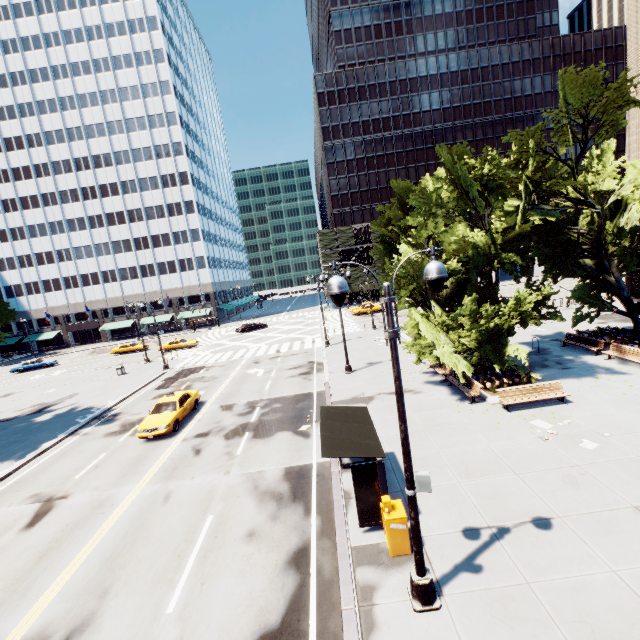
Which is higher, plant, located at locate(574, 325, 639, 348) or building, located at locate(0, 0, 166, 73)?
building, located at locate(0, 0, 166, 73)

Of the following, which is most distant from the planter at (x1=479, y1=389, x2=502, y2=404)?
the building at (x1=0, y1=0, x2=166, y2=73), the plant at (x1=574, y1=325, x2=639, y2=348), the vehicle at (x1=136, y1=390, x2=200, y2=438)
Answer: the building at (x1=0, y1=0, x2=166, y2=73)

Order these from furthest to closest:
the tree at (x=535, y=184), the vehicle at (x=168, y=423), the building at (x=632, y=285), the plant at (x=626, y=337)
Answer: the building at (x=632, y=285) < the plant at (x=626, y=337) < the vehicle at (x=168, y=423) < the tree at (x=535, y=184)

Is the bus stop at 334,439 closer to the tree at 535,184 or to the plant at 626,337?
the tree at 535,184

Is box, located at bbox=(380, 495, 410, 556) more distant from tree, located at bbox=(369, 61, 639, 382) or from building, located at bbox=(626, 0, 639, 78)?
building, located at bbox=(626, 0, 639, 78)

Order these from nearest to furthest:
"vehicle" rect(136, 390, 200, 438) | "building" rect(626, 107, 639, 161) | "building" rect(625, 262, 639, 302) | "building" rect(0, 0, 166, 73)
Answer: "vehicle" rect(136, 390, 200, 438) → "building" rect(626, 107, 639, 161) → "building" rect(625, 262, 639, 302) → "building" rect(0, 0, 166, 73)

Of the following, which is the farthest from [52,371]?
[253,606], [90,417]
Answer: [253,606]

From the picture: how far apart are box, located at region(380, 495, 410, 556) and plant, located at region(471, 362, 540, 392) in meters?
10.2
